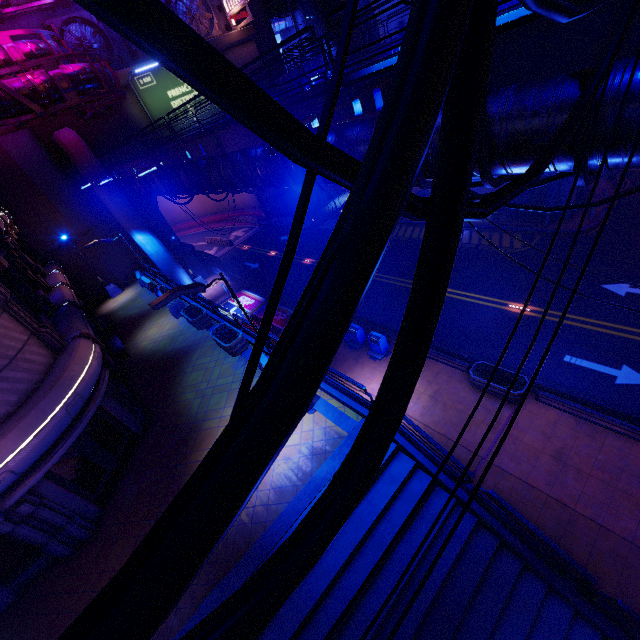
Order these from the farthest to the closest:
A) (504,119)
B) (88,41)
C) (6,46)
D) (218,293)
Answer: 1. (218,293)
2. (88,41)
3. (6,46)
4. (504,119)

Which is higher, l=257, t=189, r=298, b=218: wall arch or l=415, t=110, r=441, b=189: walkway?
l=415, t=110, r=441, b=189: walkway

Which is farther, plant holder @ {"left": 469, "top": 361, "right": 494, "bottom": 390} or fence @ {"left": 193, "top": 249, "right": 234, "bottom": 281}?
fence @ {"left": 193, "top": 249, "right": 234, "bottom": 281}

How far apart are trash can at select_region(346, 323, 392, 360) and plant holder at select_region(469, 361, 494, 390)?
4.45m

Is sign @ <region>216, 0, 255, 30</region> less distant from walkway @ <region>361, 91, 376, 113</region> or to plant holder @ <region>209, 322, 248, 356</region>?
walkway @ <region>361, 91, 376, 113</region>

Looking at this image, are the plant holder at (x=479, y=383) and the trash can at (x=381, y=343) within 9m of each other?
yes

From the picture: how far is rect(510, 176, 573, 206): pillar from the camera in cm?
2047

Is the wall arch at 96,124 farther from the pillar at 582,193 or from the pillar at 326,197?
the pillar at 582,193
